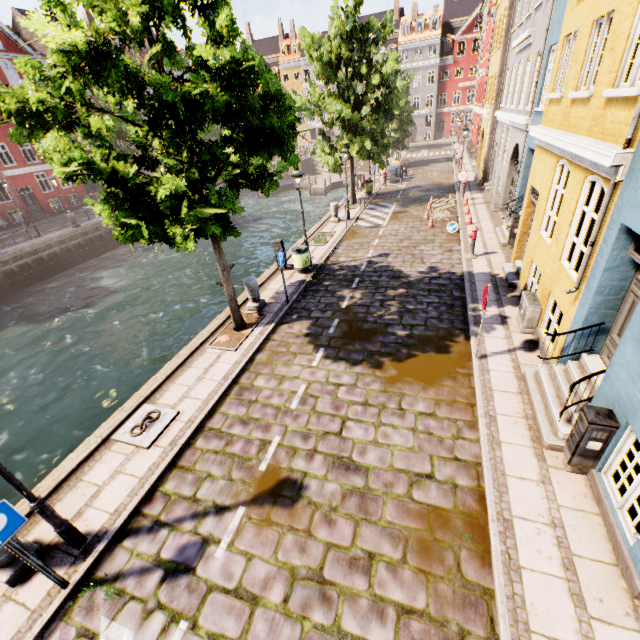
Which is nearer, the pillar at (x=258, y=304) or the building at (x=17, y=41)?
the pillar at (x=258, y=304)

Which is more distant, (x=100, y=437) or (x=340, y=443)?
(x=100, y=437)

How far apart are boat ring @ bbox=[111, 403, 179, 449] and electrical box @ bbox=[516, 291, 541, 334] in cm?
871

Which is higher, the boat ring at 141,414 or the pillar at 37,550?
the pillar at 37,550

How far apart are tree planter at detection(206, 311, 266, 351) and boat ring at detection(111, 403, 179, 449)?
2.3 meters

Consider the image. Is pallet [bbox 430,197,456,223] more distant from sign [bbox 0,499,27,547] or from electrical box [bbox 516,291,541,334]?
sign [bbox 0,499,27,547]

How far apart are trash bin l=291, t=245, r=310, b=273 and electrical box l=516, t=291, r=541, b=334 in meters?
7.5 m

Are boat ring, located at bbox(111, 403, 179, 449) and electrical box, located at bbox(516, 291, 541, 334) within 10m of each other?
yes
